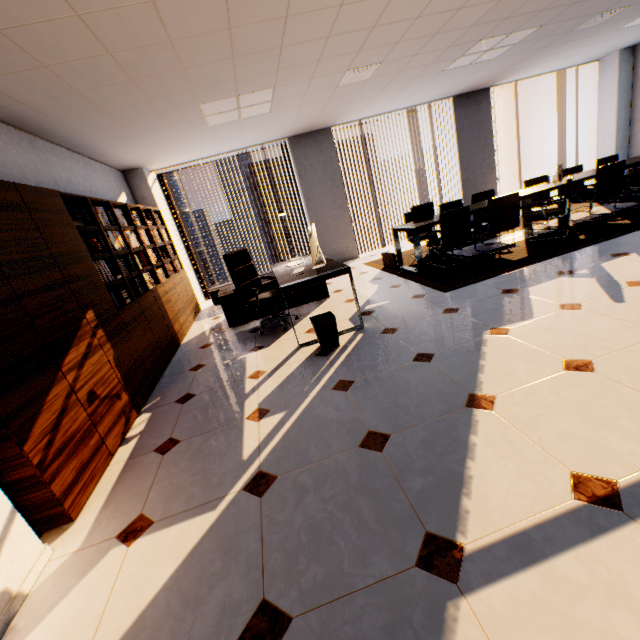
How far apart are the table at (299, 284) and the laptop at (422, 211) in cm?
177

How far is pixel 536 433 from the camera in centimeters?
176cm

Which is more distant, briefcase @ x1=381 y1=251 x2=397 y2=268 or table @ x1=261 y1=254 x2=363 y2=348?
briefcase @ x1=381 y1=251 x2=397 y2=268

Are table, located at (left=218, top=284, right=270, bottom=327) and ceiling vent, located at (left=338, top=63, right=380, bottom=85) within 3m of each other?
yes

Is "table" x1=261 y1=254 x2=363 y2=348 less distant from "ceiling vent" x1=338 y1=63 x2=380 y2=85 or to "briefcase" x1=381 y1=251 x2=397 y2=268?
"briefcase" x1=381 y1=251 x2=397 y2=268

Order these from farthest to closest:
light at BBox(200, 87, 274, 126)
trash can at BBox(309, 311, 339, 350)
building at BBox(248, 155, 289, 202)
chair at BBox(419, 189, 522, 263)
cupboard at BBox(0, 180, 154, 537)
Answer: building at BBox(248, 155, 289, 202)
chair at BBox(419, 189, 522, 263)
light at BBox(200, 87, 274, 126)
trash can at BBox(309, 311, 339, 350)
cupboard at BBox(0, 180, 154, 537)

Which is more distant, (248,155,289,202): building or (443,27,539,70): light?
(248,155,289,202): building

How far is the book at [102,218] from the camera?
3.6 meters
